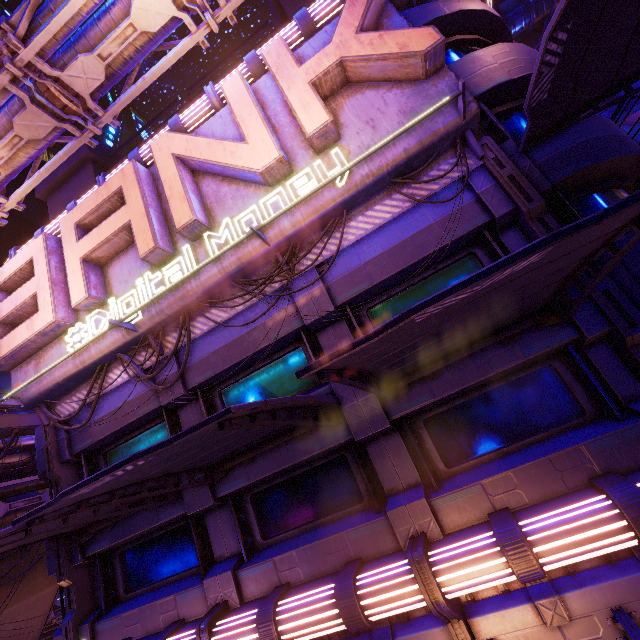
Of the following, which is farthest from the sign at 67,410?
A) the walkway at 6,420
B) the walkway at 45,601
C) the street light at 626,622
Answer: the walkway at 45,601

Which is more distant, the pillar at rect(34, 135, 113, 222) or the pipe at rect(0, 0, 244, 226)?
the pillar at rect(34, 135, 113, 222)

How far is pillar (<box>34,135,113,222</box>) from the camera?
16.3 meters

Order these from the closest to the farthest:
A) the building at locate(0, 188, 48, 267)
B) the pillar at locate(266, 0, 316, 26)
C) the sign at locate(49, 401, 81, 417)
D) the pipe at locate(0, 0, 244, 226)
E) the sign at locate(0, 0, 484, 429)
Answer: the sign at locate(0, 0, 484, 429)
the pipe at locate(0, 0, 244, 226)
the sign at locate(49, 401, 81, 417)
the pillar at locate(266, 0, 316, 26)
the building at locate(0, 188, 48, 267)

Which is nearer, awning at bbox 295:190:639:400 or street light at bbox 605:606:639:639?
awning at bbox 295:190:639:400

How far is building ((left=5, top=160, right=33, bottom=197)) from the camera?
53.8m

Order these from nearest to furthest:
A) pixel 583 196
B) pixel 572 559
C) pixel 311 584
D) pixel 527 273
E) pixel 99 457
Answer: pixel 527 273 → pixel 572 559 → pixel 311 584 → pixel 583 196 → pixel 99 457

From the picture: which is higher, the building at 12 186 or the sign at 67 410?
the building at 12 186
